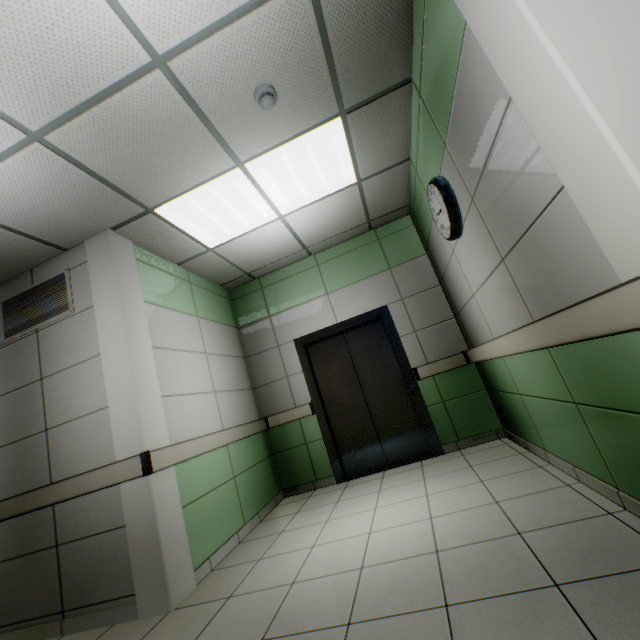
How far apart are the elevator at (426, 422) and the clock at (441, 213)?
1.63m

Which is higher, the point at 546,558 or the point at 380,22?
the point at 380,22

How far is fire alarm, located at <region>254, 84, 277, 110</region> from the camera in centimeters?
227cm

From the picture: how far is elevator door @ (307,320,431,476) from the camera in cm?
441

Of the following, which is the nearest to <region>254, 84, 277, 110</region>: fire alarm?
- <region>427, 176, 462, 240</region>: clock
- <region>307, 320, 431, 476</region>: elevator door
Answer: <region>427, 176, 462, 240</region>: clock

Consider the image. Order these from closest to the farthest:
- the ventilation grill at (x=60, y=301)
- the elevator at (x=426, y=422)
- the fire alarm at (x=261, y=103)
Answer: the fire alarm at (x=261, y=103) < the ventilation grill at (x=60, y=301) < the elevator at (x=426, y=422)

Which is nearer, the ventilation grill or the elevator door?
the ventilation grill

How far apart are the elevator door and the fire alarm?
3.1m
